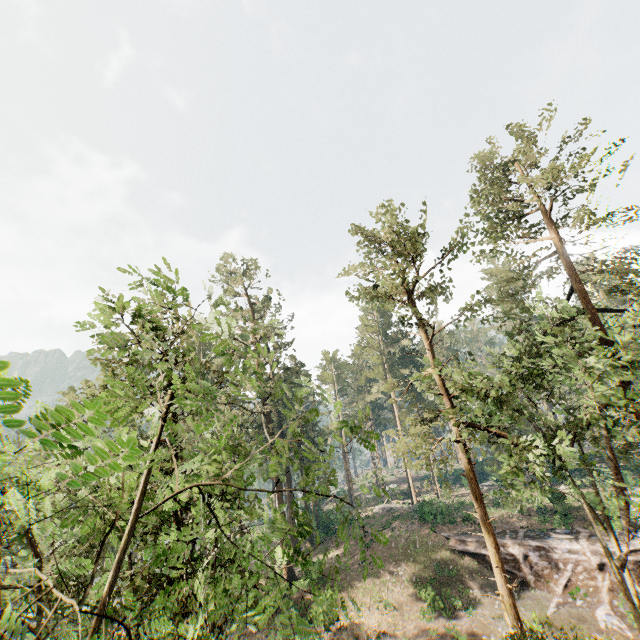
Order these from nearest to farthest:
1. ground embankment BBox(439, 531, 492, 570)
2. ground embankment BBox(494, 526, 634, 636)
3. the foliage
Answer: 1. the foliage
2. ground embankment BBox(494, 526, 634, 636)
3. ground embankment BBox(439, 531, 492, 570)

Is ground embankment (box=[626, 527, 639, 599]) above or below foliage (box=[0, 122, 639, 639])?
below

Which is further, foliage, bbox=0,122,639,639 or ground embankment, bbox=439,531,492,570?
ground embankment, bbox=439,531,492,570

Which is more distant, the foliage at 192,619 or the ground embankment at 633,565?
the ground embankment at 633,565

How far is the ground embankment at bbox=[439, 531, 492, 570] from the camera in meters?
28.1 m

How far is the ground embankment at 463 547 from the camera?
28.11m

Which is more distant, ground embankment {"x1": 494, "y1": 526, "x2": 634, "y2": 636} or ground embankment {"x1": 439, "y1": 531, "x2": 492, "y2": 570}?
ground embankment {"x1": 439, "y1": 531, "x2": 492, "y2": 570}

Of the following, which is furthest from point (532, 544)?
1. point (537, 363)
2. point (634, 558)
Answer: point (537, 363)
